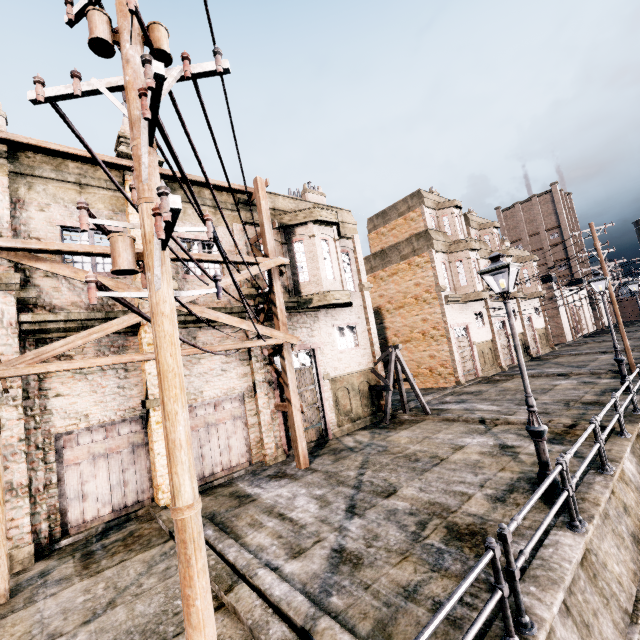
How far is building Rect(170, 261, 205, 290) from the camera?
12.4m

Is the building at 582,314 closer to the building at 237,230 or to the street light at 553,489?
the building at 237,230

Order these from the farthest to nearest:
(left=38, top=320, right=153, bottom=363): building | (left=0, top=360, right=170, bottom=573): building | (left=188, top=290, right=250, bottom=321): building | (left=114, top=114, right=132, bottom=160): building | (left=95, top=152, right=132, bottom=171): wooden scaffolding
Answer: (left=188, top=290, right=250, bottom=321): building < (left=114, top=114, right=132, bottom=160): building < (left=95, top=152, right=132, bottom=171): wooden scaffolding < (left=38, top=320, right=153, bottom=363): building < (left=0, top=360, right=170, bottom=573): building

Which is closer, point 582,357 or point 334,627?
point 334,627

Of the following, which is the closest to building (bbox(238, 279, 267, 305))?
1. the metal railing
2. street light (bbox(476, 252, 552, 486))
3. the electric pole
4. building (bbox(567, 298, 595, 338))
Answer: the electric pole

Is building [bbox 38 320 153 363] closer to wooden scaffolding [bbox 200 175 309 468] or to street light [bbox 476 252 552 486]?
wooden scaffolding [bbox 200 175 309 468]

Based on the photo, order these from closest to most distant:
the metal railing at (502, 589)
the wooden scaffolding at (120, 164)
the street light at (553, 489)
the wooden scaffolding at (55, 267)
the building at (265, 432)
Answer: the metal railing at (502, 589)
the street light at (553, 489)
the wooden scaffolding at (55, 267)
the wooden scaffolding at (120, 164)
the building at (265, 432)

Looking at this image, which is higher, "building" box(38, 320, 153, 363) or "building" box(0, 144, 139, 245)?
"building" box(0, 144, 139, 245)
